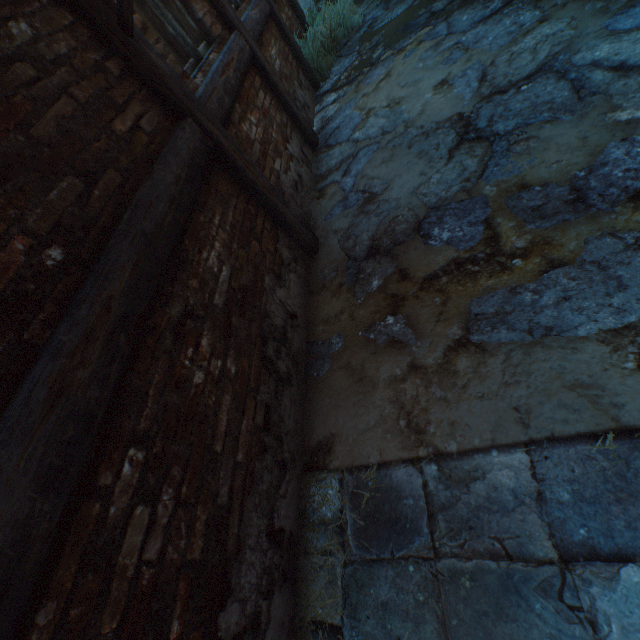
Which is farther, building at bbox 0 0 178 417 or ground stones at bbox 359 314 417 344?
ground stones at bbox 359 314 417 344

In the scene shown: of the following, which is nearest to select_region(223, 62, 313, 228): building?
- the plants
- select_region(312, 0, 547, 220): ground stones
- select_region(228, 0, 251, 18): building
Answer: select_region(312, 0, 547, 220): ground stones

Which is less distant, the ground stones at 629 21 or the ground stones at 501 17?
the ground stones at 629 21

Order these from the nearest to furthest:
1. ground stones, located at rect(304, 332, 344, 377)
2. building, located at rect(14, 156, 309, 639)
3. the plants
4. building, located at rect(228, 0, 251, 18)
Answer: building, located at rect(14, 156, 309, 639) → ground stones, located at rect(304, 332, 344, 377) → building, located at rect(228, 0, 251, 18) → the plants

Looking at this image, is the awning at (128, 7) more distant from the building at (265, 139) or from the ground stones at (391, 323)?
the ground stones at (391, 323)

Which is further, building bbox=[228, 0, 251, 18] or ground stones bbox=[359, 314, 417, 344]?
building bbox=[228, 0, 251, 18]

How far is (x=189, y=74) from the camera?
2.5m
